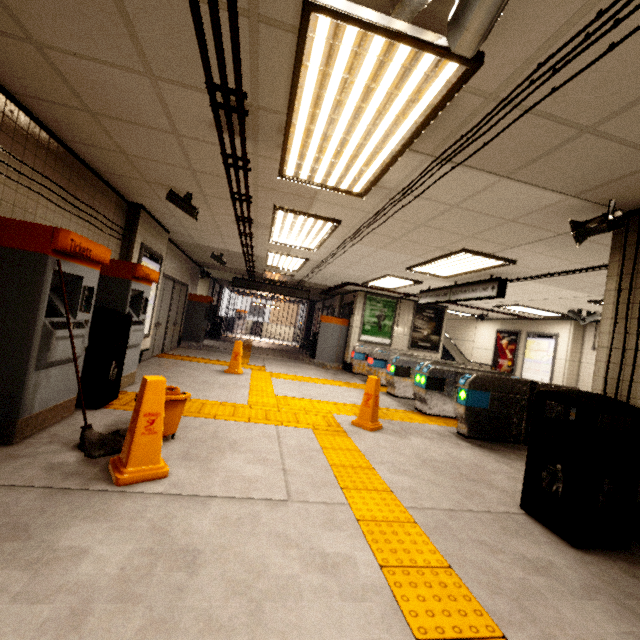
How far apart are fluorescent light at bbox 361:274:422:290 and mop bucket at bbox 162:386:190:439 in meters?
5.8 m

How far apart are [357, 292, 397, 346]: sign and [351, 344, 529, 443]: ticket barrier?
4.6m

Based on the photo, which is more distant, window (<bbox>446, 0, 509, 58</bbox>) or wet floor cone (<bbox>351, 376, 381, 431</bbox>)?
wet floor cone (<bbox>351, 376, 381, 431</bbox>)

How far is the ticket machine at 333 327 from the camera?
11.4m

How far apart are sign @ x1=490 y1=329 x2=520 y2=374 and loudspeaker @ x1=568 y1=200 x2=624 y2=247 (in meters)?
10.18

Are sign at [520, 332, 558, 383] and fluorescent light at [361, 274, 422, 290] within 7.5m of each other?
yes

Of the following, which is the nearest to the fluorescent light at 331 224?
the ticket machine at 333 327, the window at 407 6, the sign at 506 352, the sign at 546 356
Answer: the window at 407 6

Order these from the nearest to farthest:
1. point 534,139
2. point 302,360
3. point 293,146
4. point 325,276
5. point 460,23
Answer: point 460,23 → point 534,139 → point 293,146 → point 325,276 → point 302,360
